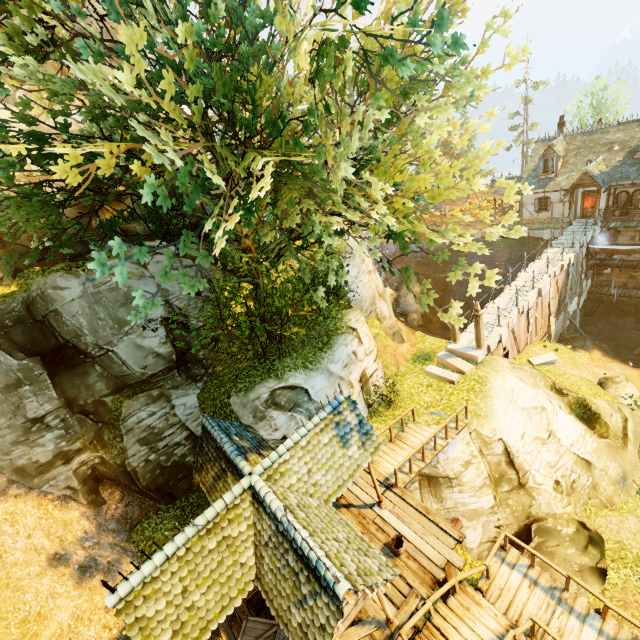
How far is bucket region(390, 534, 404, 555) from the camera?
9.55m

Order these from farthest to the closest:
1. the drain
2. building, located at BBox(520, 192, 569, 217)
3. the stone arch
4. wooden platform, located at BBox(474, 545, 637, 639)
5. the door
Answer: building, located at BBox(520, 192, 569, 217) → the stone arch → the door → the drain → wooden platform, located at BBox(474, 545, 637, 639)

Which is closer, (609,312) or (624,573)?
(624,573)

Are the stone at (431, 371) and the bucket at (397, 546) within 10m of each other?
yes

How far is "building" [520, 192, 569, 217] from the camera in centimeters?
2708cm

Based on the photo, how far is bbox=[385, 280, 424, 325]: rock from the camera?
26.2m

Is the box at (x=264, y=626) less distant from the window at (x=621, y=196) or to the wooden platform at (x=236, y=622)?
the wooden platform at (x=236, y=622)

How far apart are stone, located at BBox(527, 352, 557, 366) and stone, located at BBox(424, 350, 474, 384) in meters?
5.9
